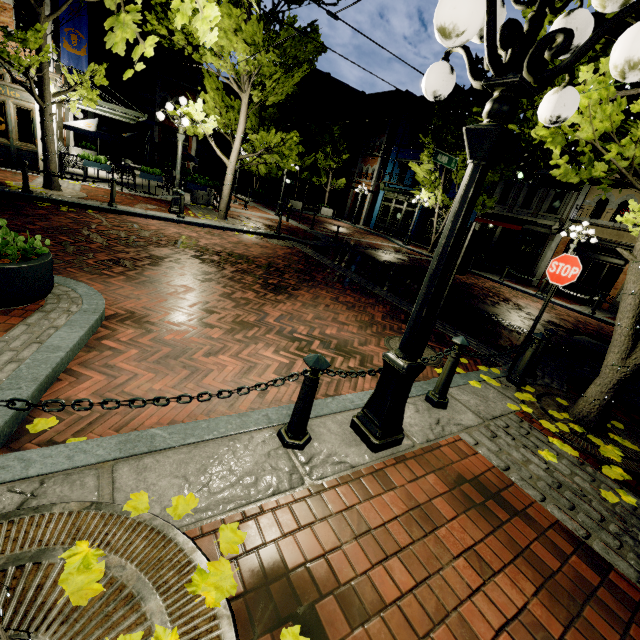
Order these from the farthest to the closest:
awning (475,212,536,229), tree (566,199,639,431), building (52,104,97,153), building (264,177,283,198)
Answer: building (264,177,283,198)
awning (475,212,536,229)
building (52,104,97,153)
tree (566,199,639,431)

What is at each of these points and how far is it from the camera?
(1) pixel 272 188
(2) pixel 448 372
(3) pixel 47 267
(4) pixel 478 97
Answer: (1) building, 37.16m
(2) post, 3.72m
(3) planter, 3.66m
(4) tree, 18.58m

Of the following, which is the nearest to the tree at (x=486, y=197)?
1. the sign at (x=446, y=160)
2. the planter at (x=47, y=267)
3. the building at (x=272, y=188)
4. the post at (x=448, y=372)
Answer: the post at (x=448, y=372)

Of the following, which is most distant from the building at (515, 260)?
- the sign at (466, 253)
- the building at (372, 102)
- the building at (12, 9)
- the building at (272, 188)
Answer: the sign at (466, 253)

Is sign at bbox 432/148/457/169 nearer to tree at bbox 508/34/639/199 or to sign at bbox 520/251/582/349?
tree at bbox 508/34/639/199

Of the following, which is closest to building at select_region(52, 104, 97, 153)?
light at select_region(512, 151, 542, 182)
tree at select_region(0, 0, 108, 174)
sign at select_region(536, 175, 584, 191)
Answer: tree at select_region(0, 0, 108, 174)

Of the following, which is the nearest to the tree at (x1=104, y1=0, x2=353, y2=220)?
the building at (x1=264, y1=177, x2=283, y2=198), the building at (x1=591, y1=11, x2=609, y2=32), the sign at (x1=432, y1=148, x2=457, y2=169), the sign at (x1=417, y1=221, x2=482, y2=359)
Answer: the building at (x1=591, y1=11, x2=609, y2=32)

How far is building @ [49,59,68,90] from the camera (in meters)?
11.03
